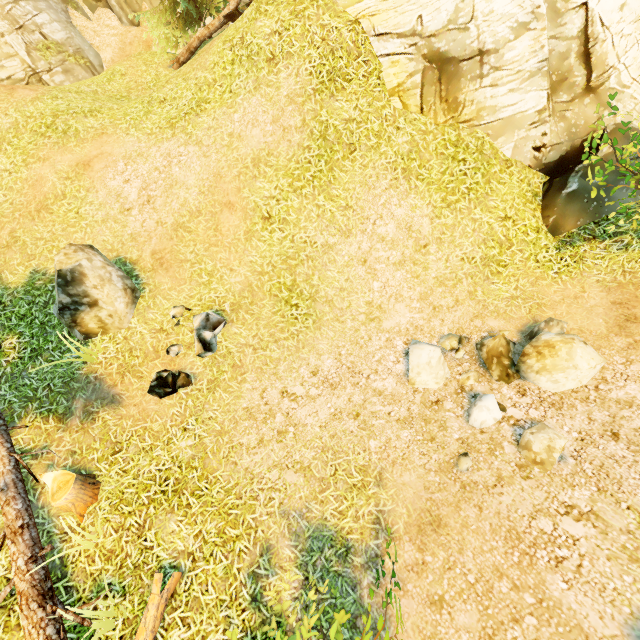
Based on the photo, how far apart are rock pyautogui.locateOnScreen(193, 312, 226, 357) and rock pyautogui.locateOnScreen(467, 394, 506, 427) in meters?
5.1

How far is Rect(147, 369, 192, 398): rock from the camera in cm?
604

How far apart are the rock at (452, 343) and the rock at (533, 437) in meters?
1.5 m

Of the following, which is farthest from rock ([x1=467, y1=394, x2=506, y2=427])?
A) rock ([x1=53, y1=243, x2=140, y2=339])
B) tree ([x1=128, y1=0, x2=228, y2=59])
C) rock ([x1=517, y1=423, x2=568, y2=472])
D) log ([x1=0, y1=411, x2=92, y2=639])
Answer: tree ([x1=128, y1=0, x2=228, y2=59])

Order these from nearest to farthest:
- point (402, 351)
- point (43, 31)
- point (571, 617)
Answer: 1. point (571, 617)
2. point (402, 351)
3. point (43, 31)

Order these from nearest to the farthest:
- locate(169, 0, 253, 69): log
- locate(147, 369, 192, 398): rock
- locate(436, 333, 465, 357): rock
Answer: locate(147, 369, 192, 398): rock, locate(436, 333, 465, 357): rock, locate(169, 0, 253, 69): log

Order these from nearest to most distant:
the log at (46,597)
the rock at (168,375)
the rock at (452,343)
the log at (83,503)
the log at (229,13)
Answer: the log at (46,597) < the log at (83,503) < the rock at (168,375) < the rock at (452,343) < the log at (229,13)

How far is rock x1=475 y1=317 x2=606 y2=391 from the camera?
5.3m
